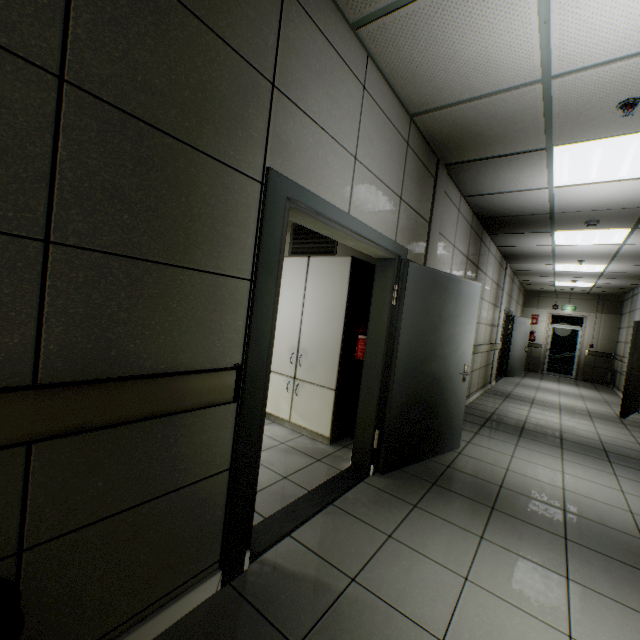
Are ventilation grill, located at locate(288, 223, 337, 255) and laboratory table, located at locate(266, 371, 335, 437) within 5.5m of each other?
yes

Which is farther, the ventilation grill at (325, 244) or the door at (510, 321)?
the door at (510, 321)

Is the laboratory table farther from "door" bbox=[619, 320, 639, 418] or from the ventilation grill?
"door" bbox=[619, 320, 639, 418]

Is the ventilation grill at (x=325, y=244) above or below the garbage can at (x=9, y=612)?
above

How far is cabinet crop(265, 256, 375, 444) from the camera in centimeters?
356cm

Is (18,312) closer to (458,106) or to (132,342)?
(132,342)

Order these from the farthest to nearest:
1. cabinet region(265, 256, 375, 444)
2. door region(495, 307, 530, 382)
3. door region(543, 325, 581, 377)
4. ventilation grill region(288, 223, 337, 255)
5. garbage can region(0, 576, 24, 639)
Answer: door region(543, 325, 581, 377), door region(495, 307, 530, 382), ventilation grill region(288, 223, 337, 255), cabinet region(265, 256, 375, 444), garbage can region(0, 576, 24, 639)

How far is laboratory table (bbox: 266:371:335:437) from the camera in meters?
3.6 m
